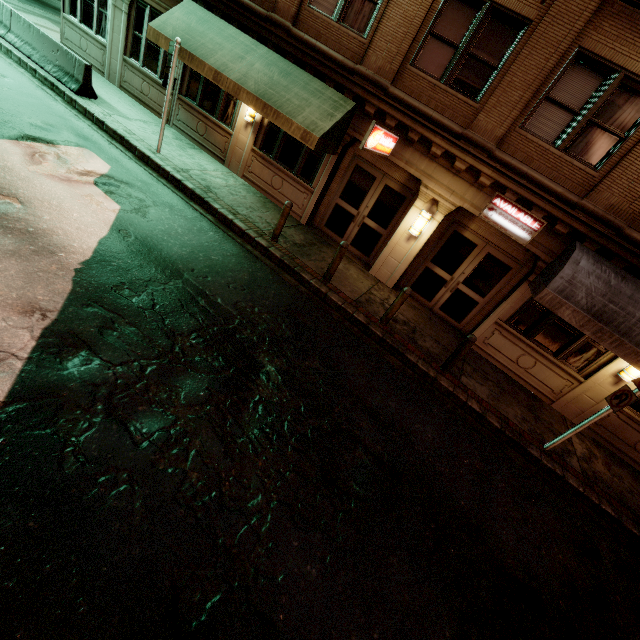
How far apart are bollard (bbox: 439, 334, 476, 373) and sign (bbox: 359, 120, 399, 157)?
5.16m

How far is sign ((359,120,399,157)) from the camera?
7.55m

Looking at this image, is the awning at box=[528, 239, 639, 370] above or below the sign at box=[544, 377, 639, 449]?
above

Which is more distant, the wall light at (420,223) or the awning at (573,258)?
the wall light at (420,223)

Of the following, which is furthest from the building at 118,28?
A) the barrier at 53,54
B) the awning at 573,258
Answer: the barrier at 53,54

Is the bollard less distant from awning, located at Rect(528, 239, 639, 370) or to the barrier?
awning, located at Rect(528, 239, 639, 370)

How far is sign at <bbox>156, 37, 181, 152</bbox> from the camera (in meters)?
8.74

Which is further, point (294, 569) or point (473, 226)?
point (473, 226)
